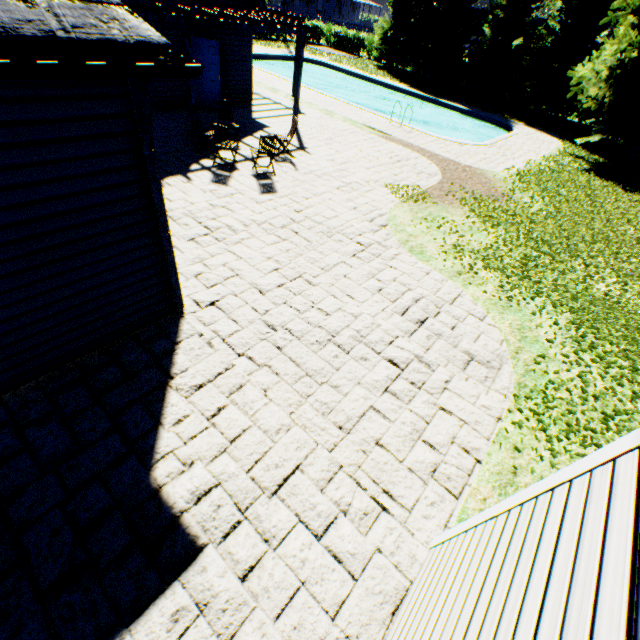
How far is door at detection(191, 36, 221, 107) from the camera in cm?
1209

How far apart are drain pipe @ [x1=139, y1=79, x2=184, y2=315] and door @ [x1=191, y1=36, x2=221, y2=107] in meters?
12.2

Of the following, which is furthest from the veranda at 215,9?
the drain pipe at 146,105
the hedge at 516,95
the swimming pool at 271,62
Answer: the hedge at 516,95

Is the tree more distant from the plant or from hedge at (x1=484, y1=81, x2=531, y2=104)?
the plant

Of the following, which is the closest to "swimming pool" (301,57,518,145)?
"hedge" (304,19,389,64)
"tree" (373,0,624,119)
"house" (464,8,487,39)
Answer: "tree" (373,0,624,119)

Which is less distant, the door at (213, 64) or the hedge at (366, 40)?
the door at (213, 64)

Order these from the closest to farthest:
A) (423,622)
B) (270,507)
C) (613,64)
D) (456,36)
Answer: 1. (423,622)
2. (270,507)
3. (613,64)
4. (456,36)

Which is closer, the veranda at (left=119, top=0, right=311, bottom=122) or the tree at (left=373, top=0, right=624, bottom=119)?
the veranda at (left=119, top=0, right=311, bottom=122)
